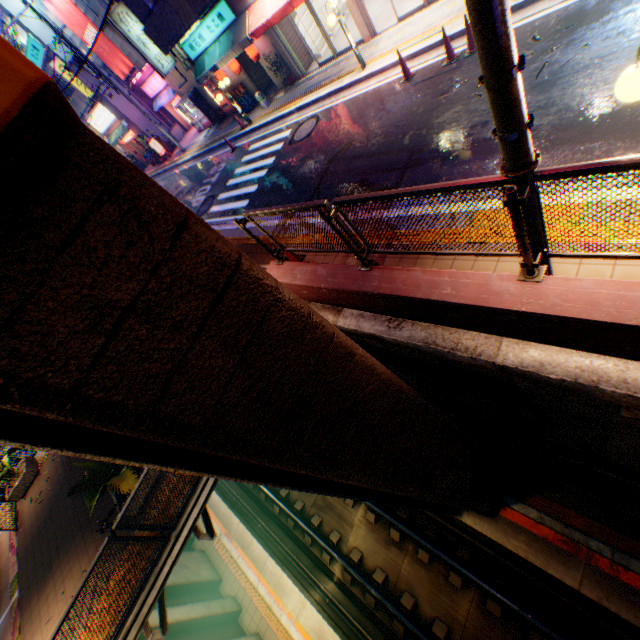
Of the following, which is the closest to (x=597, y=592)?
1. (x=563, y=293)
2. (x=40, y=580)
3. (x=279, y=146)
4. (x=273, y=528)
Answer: (x=563, y=293)

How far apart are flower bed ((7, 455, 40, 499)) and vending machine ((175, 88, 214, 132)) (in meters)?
21.19

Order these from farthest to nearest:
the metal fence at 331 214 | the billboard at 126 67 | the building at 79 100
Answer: the building at 79 100 → the billboard at 126 67 → the metal fence at 331 214

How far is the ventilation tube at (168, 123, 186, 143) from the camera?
26.1 meters

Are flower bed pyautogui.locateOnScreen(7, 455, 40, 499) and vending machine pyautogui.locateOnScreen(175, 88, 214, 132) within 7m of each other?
no

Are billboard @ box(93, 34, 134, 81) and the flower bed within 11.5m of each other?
no

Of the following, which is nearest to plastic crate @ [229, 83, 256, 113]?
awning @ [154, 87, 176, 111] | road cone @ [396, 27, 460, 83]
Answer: awning @ [154, 87, 176, 111]

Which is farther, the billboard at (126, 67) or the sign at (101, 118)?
the sign at (101, 118)
